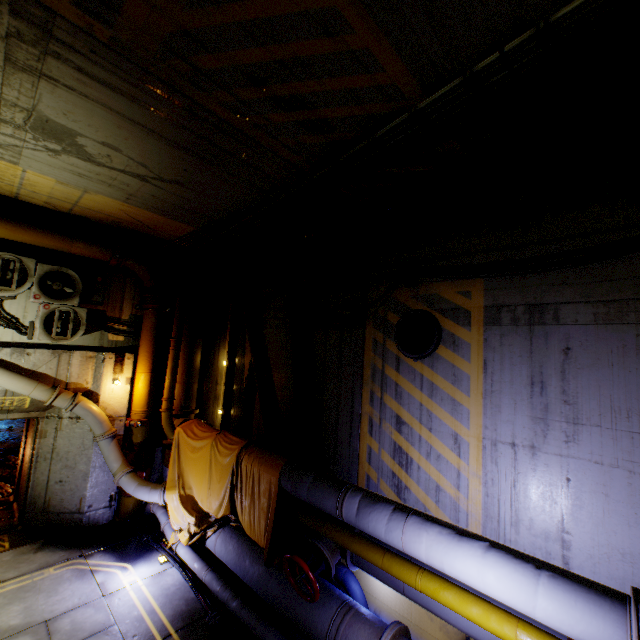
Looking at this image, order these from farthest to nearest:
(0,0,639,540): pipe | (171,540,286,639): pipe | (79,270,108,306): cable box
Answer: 1. (79,270,108,306): cable box
2. (171,540,286,639): pipe
3. (0,0,639,540): pipe

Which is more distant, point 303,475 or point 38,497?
point 38,497

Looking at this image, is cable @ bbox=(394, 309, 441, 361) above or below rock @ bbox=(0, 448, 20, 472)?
above

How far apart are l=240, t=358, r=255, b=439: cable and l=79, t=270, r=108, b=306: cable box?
3.6 meters

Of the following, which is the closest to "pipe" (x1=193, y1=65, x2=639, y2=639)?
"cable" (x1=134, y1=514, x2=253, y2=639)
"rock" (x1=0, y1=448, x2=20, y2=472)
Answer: "cable" (x1=134, y1=514, x2=253, y2=639)

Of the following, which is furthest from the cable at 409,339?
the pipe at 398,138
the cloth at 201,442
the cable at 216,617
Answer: the cable at 216,617

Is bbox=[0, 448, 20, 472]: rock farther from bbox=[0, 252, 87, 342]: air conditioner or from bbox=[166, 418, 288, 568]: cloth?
bbox=[166, 418, 288, 568]: cloth

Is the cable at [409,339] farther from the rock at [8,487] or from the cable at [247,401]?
the rock at [8,487]
